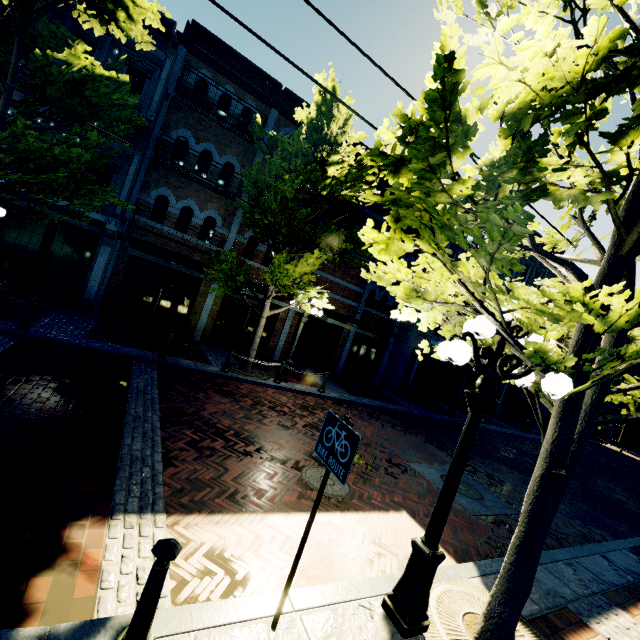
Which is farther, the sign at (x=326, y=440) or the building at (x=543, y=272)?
the building at (x=543, y=272)

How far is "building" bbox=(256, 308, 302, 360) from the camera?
16.3m

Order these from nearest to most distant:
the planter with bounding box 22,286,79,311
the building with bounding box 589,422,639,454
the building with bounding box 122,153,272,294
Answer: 1. the planter with bounding box 22,286,79,311
2. the building with bounding box 122,153,272,294
3. the building with bounding box 589,422,639,454

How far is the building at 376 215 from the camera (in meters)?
17.33

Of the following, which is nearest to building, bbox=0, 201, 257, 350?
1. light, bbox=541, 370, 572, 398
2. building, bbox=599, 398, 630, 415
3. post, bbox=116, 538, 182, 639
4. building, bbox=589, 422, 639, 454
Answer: light, bbox=541, 370, 572, 398

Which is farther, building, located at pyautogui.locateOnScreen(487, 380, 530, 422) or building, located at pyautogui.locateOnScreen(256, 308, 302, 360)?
building, located at pyautogui.locateOnScreen(487, 380, 530, 422)

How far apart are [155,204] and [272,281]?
6.5m

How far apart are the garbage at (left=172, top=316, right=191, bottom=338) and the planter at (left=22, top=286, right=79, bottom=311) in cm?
336
